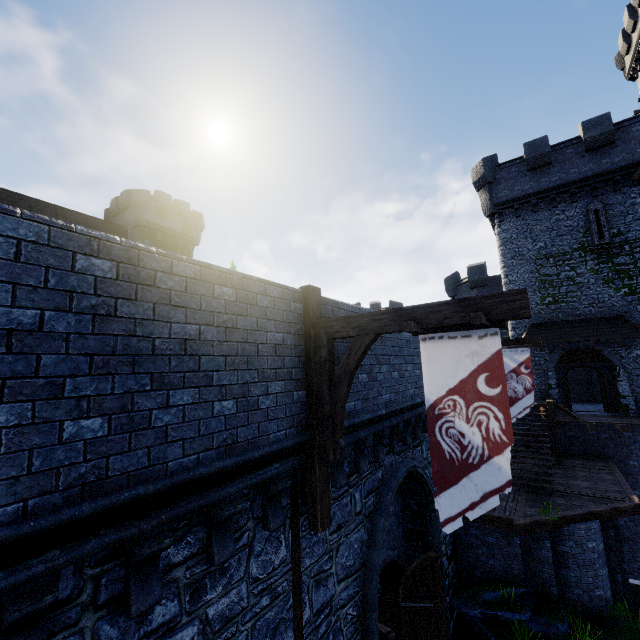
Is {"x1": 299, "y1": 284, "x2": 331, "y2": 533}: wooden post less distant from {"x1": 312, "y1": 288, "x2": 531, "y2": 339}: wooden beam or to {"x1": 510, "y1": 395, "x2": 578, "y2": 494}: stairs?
{"x1": 312, "y1": 288, "x2": 531, "y2": 339}: wooden beam

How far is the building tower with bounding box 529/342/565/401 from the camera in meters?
19.5 m

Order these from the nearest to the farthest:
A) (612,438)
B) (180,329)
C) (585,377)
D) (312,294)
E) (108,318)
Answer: (108,318), (180,329), (312,294), (612,438), (585,377)

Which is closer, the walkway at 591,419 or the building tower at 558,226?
the walkway at 591,419

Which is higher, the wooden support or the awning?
the awning

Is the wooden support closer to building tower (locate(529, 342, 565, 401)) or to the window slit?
building tower (locate(529, 342, 565, 401))

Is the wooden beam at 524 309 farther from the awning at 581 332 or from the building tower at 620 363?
the building tower at 620 363

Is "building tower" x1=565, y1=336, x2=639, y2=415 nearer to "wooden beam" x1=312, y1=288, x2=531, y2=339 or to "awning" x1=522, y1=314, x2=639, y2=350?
"awning" x1=522, y1=314, x2=639, y2=350
